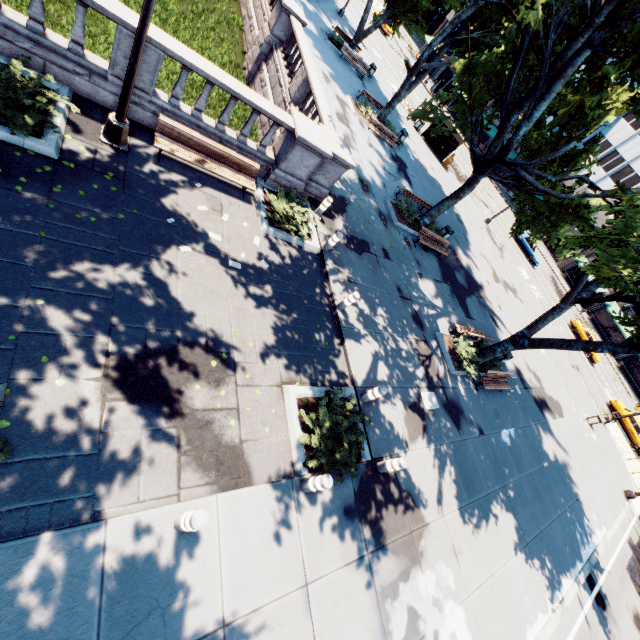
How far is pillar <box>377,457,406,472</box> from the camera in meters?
8.1 m

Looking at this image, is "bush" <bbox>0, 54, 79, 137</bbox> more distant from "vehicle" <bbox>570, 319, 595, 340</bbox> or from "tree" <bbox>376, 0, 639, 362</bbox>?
"vehicle" <bbox>570, 319, 595, 340</bbox>

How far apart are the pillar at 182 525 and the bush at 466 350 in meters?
12.0

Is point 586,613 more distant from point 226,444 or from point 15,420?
point 15,420

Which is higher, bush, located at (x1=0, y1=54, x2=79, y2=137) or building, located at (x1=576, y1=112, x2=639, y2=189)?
building, located at (x1=576, y1=112, x2=639, y2=189)

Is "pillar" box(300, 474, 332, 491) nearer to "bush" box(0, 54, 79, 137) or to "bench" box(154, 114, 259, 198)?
"bench" box(154, 114, 259, 198)

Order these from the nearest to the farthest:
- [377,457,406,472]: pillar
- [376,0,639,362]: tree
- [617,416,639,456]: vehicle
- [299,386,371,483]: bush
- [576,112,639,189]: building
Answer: [299,386,371,483]: bush
[377,457,406,472]: pillar
[376,0,639,362]: tree
[617,416,639,456]: vehicle
[576,112,639,189]: building

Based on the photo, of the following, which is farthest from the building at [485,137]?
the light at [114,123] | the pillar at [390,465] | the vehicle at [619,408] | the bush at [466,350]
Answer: the light at [114,123]
